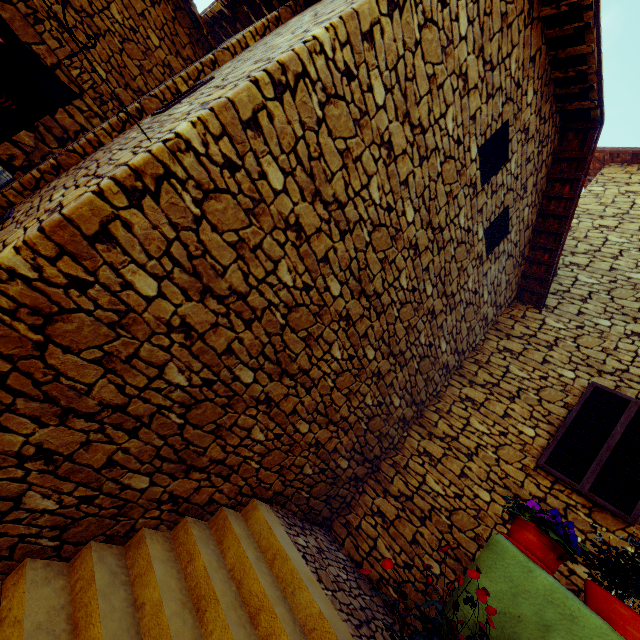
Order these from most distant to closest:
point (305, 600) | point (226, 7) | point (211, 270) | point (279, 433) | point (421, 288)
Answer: point (226, 7) < point (421, 288) < point (279, 433) < point (305, 600) < point (211, 270)

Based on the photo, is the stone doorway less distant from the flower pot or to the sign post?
the sign post

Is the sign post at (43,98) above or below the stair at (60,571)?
above

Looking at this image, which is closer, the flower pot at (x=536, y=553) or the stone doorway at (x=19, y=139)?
the flower pot at (x=536, y=553)

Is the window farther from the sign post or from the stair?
the sign post

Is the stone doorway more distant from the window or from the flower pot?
the window

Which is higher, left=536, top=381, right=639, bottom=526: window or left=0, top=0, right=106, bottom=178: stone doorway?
left=536, top=381, right=639, bottom=526: window

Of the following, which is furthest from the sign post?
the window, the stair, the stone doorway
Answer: the window
